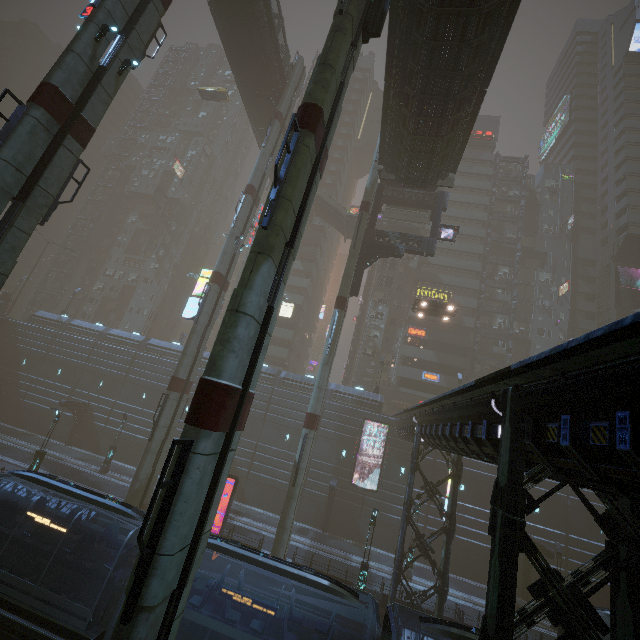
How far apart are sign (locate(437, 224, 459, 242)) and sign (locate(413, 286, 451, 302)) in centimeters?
2003cm

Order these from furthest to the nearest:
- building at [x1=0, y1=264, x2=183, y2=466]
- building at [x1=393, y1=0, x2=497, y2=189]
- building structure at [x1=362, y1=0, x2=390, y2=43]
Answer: building at [x1=0, y1=264, x2=183, y2=466] < building at [x1=393, y1=0, x2=497, y2=189] < building structure at [x1=362, y1=0, x2=390, y2=43]

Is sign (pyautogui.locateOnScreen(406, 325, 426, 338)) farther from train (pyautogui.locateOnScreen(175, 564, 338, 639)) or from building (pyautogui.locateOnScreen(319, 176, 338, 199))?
train (pyautogui.locateOnScreen(175, 564, 338, 639))

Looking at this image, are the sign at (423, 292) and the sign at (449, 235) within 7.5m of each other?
no

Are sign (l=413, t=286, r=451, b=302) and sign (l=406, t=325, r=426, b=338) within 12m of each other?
yes

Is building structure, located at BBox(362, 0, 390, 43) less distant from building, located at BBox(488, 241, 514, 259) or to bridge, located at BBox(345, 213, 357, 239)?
building, located at BBox(488, 241, 514, 259)

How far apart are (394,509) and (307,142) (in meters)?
32.53

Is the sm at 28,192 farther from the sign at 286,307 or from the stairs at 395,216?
the sign at 286,307
